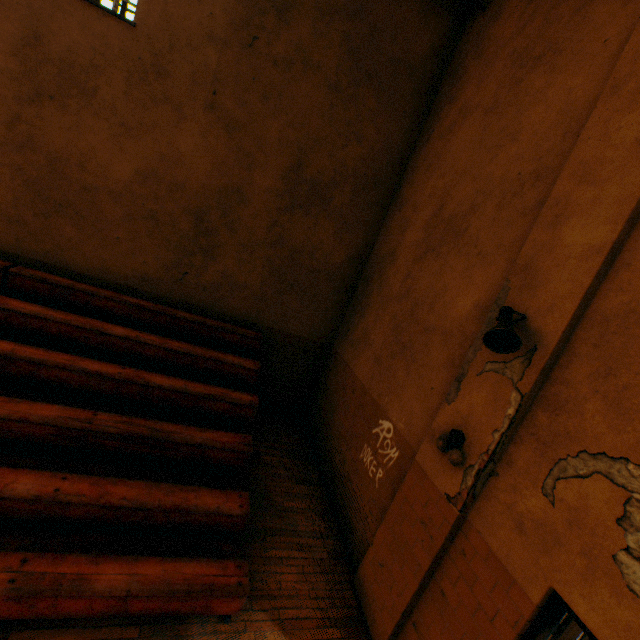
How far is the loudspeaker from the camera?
2.80m

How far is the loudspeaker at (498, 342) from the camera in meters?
2.8

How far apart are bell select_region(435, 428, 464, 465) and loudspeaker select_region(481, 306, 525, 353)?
0.95m

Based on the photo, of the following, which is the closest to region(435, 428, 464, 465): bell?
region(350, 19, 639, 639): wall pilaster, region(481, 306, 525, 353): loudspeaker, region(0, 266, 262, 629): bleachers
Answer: region(350, 19, 639, 639): wall pilaster

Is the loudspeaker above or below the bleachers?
above

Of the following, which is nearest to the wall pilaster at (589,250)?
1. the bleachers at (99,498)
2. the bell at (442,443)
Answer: the bell at (442,443)

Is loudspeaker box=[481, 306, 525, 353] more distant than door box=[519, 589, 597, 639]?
Yes

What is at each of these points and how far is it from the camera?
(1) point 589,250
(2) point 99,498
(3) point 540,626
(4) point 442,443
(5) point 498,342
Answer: (1) wall pilaster, 2.67m
(2) bleachers, 3.31m
(3) door, 2.38m
(4) bell, 3.37m
(5) loudspeaker, 2.95m
